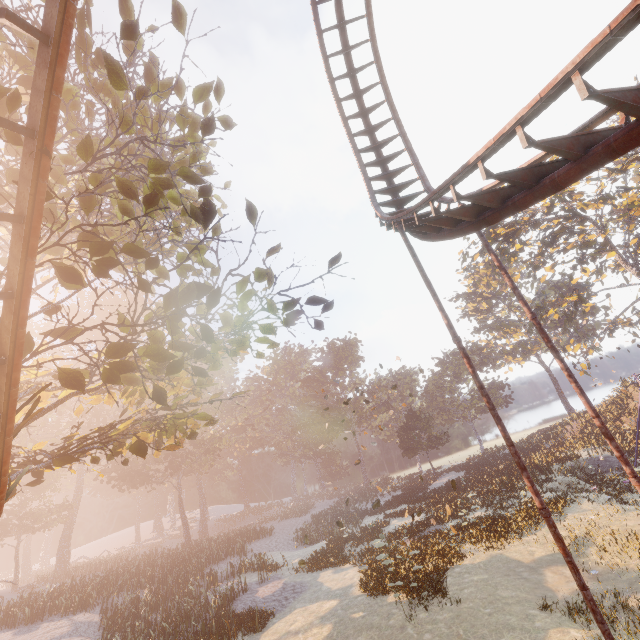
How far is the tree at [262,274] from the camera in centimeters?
823cm

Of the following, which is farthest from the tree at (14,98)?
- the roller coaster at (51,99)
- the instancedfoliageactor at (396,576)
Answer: the instancedfoliageactor at (396,576)

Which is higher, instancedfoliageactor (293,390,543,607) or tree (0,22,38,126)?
tree (0,22,38,126)

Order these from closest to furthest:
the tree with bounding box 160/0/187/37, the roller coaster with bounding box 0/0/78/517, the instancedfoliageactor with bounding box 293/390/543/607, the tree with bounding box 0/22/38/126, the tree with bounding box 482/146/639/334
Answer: the roller coaster with bounding box 0/0/78/517
the tree with bounding box 0/22/38/126
the tree with bounding box 160/0/187/37
the instancedfoliageactor with bounding box 293/390/543/607
the tree with bounding box 482/146/639/334

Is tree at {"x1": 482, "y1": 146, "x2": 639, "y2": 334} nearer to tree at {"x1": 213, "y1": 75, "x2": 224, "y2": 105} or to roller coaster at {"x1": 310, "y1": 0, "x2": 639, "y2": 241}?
roller coaster at {"x1": 310, "y1": 0, "x2": 639, "y2": 241}

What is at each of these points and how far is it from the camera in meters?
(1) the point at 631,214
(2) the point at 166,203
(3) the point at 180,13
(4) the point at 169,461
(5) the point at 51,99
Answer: (1) tree, 28.2
(2) tree, 6.6
(3) tree, 7.6
(4) instancedfoliageactor, 40.2
(5) roller coaster, 3.4

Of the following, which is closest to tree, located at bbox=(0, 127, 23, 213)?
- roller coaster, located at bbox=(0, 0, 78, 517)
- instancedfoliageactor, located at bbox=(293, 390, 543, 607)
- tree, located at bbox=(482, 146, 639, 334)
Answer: roller coaster, located at bbox=(0, 0, 78, 517)

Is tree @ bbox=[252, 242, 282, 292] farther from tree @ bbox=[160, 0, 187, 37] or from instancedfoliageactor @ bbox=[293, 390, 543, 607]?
instancedfoliageactor @ bbox=[293, 390, 543, 607]
